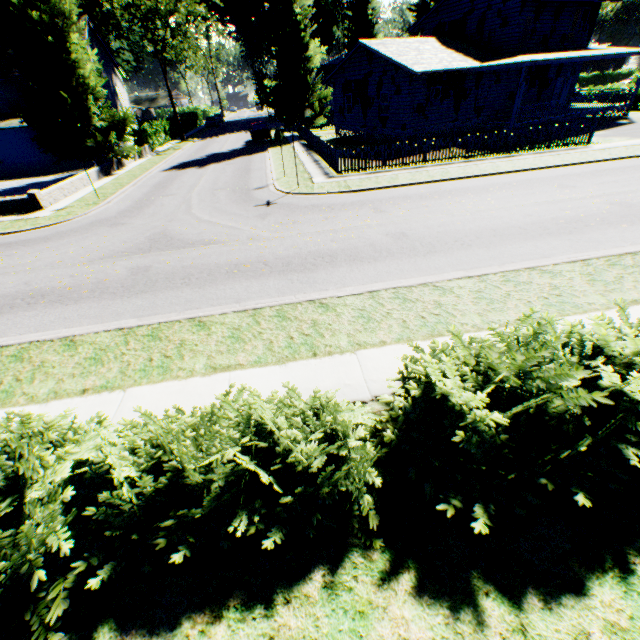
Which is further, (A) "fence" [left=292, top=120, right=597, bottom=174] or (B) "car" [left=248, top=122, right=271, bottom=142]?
(B) "car" [left=248, top=122, right=271, bottom=142]

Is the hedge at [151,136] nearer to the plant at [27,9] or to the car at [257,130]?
the plant at [27,9]

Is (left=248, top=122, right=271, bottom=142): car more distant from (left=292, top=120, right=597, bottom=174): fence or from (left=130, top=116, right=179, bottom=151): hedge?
(left=130, top=116, right=179, bottom=151): hedge

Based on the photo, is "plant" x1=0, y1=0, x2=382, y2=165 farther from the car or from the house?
the car

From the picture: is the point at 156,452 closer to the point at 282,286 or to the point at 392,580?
the point at 392,580

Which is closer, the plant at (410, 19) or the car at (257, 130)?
the car at (257, 130)

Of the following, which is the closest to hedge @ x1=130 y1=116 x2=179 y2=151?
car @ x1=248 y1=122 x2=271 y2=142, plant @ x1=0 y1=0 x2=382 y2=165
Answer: plant @ x1=0 y1=0 x2=382 y2=165

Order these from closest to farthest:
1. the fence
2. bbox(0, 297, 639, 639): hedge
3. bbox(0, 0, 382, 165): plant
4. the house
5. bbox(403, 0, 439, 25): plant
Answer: bbox(0, 297, 639, 639): hedge < the fence < bbox(0, 0, 382, 165): plant < the house < bbox(403, 0, 439, 25): plant
